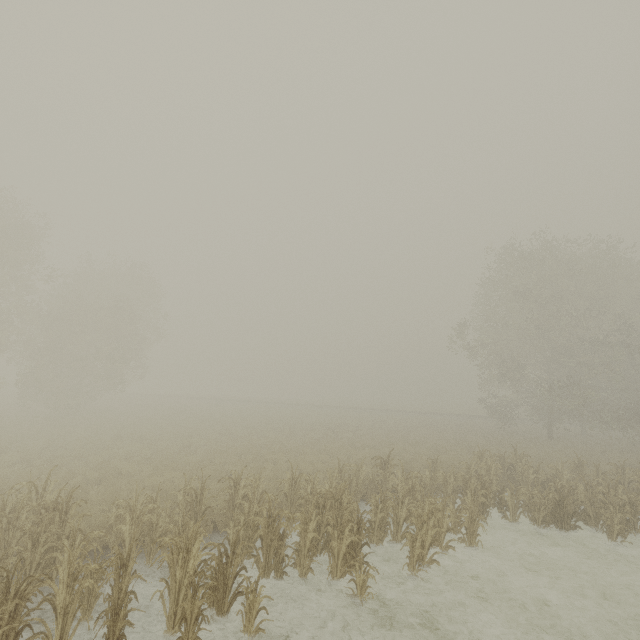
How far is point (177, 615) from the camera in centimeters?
602cm
